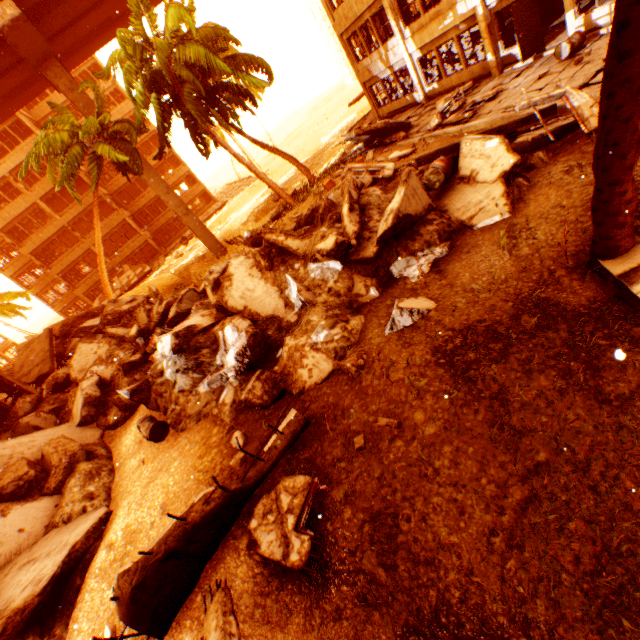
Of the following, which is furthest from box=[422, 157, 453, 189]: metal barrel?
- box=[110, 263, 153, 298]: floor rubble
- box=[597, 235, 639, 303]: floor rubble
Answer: box=[110, 263, 153, 298]: floor rubble

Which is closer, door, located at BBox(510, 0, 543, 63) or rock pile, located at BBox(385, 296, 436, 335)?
rock pile, located at BBox(385, 296, 436, 335)

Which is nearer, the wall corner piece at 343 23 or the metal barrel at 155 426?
the metal barrel at 155 426

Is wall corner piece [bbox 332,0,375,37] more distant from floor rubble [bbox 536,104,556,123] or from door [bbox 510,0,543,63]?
floor rubble [bbox 536,104,556,123]

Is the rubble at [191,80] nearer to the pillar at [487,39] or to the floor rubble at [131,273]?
the pillar at [487,39]

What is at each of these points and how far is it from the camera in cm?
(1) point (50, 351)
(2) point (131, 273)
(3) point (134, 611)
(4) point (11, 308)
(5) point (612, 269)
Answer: (1) floor rubble, 1703
(2) floor rubble, 3559
(3) floor rubble, 400
(4) rubble, 2856
(5) floor rubble, 460

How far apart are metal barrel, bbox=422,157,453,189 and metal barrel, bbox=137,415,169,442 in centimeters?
901cm

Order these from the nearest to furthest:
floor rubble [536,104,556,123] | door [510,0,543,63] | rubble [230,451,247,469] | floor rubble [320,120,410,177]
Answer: rubble [230,451,247,469] → floor rubble [536,104,556,123] → door [510,0,543,63] → floor rubble [320,120,410,177]
